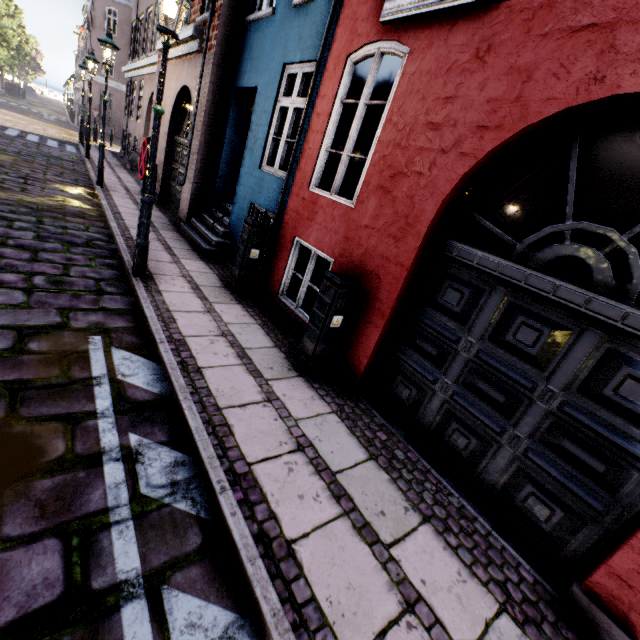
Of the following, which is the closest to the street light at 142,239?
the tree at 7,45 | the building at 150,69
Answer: the tree at 7,45

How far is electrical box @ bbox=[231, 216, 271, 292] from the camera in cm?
538

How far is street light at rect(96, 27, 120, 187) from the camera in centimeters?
833cm

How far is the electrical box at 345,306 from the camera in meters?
3.7

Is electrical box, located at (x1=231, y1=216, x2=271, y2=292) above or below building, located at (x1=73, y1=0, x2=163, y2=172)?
below

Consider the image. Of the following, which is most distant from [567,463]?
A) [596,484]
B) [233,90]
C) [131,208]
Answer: [131,208]

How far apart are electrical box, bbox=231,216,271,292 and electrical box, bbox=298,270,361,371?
2.09m

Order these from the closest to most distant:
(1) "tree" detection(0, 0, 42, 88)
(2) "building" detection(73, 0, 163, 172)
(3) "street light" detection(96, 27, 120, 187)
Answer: (3) "street light" detection(96, 27, 120, 187) → (2) "building" detection(73, 0, 163, 172) → (1) "tree" detection(0, 0, 42, 88)
